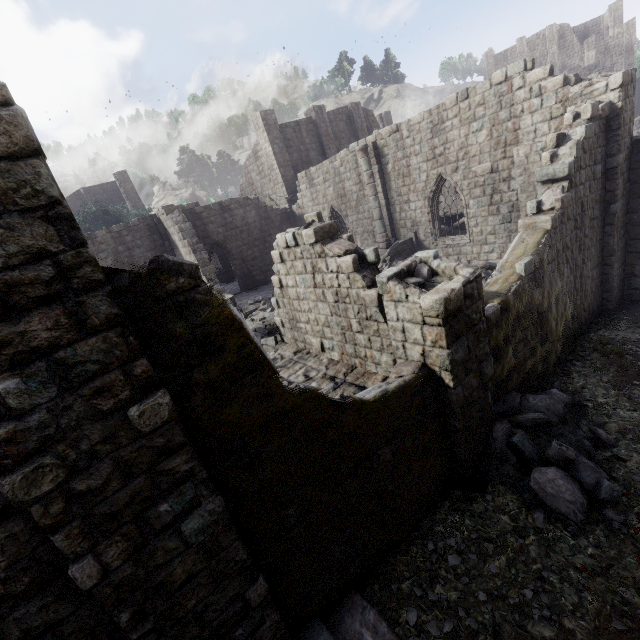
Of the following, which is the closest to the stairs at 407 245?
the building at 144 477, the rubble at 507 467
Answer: the building at 144 477

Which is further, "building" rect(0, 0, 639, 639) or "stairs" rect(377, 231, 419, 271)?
"stairs" rect(377, 231, 419, 271)

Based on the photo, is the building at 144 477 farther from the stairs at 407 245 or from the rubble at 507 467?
the stairs at 407 245

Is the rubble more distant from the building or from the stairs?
the stairs

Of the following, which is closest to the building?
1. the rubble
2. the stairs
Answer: → the rubble

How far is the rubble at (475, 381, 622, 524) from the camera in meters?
5.9

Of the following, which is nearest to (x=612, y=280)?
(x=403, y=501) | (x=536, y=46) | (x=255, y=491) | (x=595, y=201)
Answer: (x=595, y=201)
